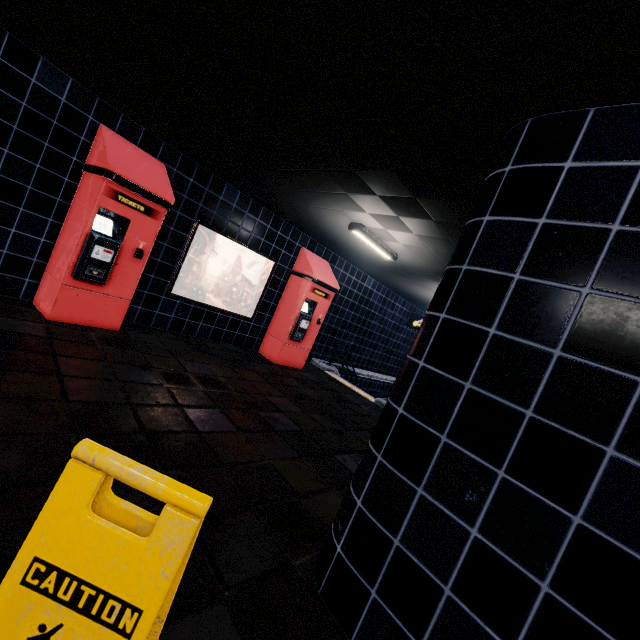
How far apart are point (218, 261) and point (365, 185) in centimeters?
375cm
